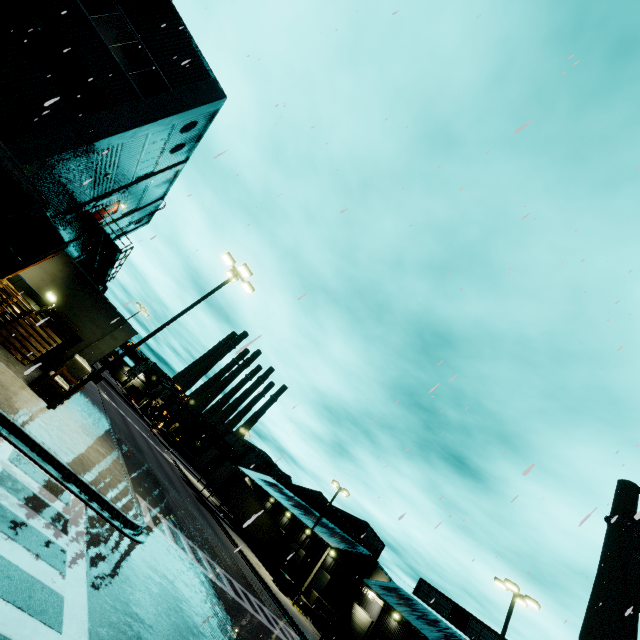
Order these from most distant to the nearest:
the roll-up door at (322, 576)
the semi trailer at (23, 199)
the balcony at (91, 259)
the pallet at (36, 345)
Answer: the roll-up door at (322, 576) → the balcony at (91, 259) → the pallet at (36, 345) → the semi trailer at (23, 199)

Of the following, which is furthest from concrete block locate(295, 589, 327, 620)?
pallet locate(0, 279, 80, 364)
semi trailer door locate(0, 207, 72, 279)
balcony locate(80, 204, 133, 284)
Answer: semi trailer door locate(0, 207, 72, 279)

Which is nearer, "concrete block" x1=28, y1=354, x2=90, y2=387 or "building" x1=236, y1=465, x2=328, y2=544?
"concrete block" x1=28, y1=354, x2=90, y2=387

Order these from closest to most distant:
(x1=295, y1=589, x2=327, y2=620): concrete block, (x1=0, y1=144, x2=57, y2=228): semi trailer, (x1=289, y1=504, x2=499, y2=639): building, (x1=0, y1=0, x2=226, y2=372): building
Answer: (x1=0, y1=144, x2=57, y2=228): semi trailer → (x1=0, y1=0, x2=226, y2=372): building → (x1=295, y1=589, x2=327, y2=620): concrete block → (x1=289, y1=504, x2=499, y2=639): building

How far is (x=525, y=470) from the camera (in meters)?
2.56

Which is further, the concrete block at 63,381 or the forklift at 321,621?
the forklift at 321,621

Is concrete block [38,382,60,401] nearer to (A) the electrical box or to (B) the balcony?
(B) the balcony

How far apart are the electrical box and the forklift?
3.8 meters
